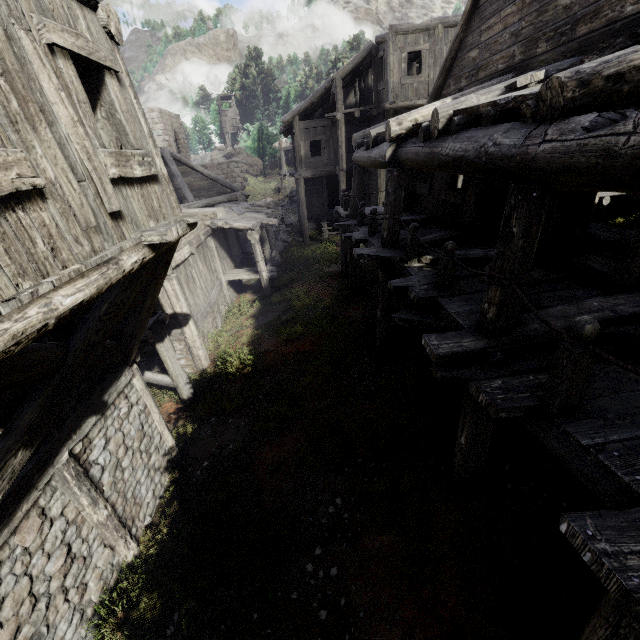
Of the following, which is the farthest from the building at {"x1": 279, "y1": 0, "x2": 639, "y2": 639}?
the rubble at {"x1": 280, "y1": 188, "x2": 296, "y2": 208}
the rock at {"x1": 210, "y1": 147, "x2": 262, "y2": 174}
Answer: the rock at {"x1": 210, "y1": 147, "x2": 262, "y2": 174}

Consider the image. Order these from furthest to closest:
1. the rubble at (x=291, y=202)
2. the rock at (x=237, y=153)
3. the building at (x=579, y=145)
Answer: the rock at (x=237, y=153)
the rubble at (x=291, y=202)
the building at (x=579, y=145)

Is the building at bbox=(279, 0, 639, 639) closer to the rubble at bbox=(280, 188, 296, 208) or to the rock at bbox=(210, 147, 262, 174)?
the rubble at bbox=(280, 188, 296, 208)

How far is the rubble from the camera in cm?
3165

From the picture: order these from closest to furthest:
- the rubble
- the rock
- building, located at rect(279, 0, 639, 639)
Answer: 1. building, located at rect(279, 0, 639, 639)
2. the rubble
3. the rock

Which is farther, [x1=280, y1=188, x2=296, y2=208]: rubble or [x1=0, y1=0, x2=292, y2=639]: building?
[x1=280, y1=188, x2=296, y2=208]: rubble

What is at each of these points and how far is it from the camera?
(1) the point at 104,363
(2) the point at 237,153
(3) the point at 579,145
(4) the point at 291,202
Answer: (1) building, 5.49m
(2) rock, 54.81m
(3) building, 2.59m
(4) rubble, 31.97m

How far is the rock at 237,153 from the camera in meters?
54.8 m
